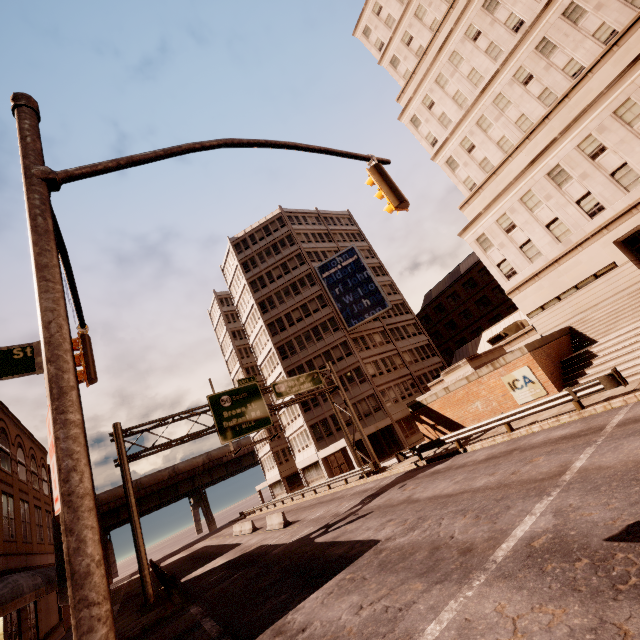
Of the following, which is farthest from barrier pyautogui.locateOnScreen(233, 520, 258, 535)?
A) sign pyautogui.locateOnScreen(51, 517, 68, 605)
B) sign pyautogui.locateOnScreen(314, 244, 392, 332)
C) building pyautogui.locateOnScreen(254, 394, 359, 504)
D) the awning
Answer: sign pyautogui.locateOnScreen(51, 517, 68, 605)

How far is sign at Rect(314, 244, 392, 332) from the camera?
41.4 meters

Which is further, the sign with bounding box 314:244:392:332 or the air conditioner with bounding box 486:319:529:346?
the sign with bounding box 314:244:392:332

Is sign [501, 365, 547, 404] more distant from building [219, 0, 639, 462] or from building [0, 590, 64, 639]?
building [0, 590, 64, 639]

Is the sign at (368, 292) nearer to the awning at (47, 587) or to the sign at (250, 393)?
the sign at (250, 393)

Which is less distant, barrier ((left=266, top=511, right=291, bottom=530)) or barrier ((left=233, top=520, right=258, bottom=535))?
barrier ((left=266, top=511, right=291, bottom=530))

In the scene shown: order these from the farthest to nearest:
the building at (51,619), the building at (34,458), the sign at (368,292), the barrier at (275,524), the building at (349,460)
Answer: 1. the sign at (368,292)
2. the building at (349,460)
3. the barrier at (275,524)
4. the building at (34,458)
5. the building at (51,619)

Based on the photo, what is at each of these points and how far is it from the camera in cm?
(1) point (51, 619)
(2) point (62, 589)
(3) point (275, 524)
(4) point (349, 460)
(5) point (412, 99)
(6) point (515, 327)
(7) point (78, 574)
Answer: (1) building, 2170
(2) sign, 236
(3) barrier, 2439
(4) building, 3975
(5) building, 3453
(6) air conditioner, 2958
(7) traffic light, 247
